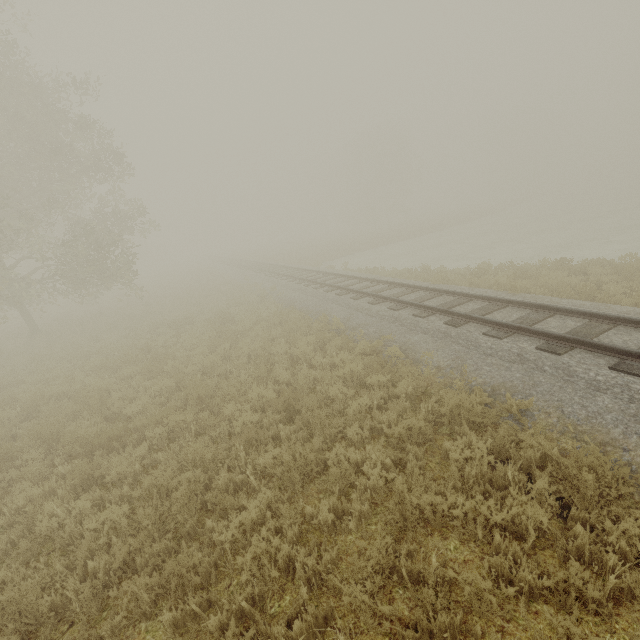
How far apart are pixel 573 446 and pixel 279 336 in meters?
8.5 m

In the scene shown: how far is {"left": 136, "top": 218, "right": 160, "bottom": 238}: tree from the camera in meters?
20.4 m

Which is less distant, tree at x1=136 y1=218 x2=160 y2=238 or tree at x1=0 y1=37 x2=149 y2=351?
tree at x1=0 y1=37 x2=149 y2=351

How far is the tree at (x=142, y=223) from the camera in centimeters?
2038cm

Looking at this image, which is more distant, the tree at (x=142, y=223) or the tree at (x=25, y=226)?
the tree at (x=142, y=223)
